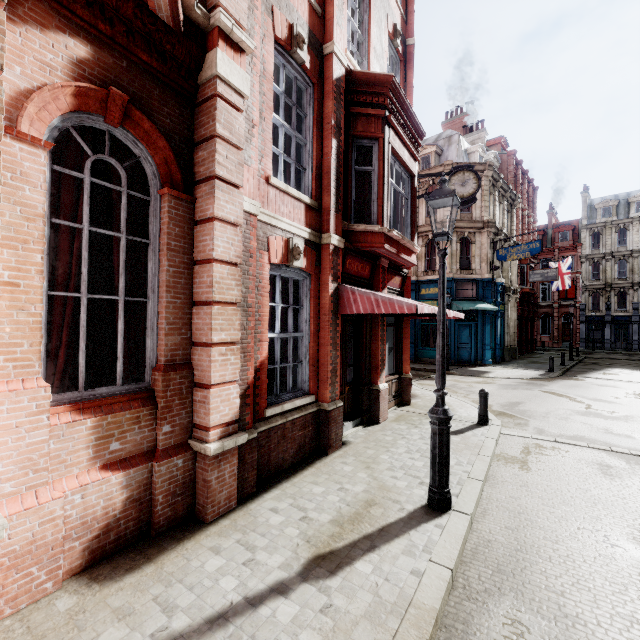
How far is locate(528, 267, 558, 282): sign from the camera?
25.6m

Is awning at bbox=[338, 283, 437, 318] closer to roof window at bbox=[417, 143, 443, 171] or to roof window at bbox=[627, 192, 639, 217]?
roof window at bbox=[417, 143, 443, 171]

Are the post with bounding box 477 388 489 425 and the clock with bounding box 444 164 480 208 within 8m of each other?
yes

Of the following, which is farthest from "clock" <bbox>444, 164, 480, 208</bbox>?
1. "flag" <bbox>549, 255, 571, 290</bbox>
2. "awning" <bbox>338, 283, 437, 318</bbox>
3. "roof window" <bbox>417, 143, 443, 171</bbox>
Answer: "flag" <bbox>549, 255, 571, 290</bbox>

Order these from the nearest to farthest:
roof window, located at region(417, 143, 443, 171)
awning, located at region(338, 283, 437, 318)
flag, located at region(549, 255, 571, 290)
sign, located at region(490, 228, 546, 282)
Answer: awning, located at region(338, 283, 437, 318), sign, located at region(490, 228, 546, 282), roof window, located at region(417, 143, 443, 171), flag, located at region(549, 255, 571, 290)

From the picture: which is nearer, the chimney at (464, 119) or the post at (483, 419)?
the post at (483, 419)

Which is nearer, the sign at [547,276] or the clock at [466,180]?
the clock at [466,180]

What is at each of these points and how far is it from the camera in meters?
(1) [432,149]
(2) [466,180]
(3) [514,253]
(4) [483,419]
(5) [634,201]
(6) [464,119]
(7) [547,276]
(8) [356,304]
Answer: (1) roof window, 23.9
(2) clock, 10.6
(3) sign, 20.5
(4) post, 8.7
(5) roof window, 40.2
(6) chimney, 30.8
(7) sign, 26.0
(8) awning, 6.7
